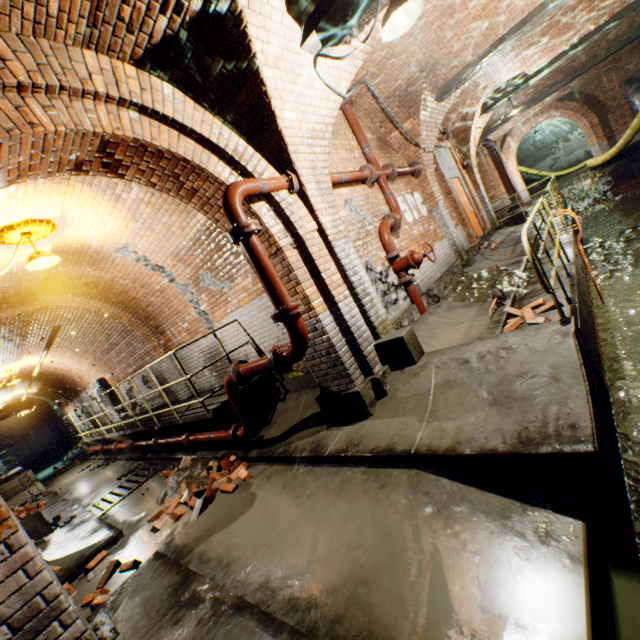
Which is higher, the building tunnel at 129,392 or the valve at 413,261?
the building tunnel at 129,392

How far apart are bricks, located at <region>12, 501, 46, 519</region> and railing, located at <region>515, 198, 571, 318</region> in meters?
12.6

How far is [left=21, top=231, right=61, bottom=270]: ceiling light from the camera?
4.6m

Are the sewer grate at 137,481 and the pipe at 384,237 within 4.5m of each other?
no

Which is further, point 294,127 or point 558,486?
point 294,127

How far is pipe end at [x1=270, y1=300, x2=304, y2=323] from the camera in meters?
3.5 m

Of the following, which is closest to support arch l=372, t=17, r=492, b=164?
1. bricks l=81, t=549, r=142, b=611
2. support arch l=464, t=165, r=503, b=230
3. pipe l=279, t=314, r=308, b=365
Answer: support arch l=464, t=165, r=503, b=230

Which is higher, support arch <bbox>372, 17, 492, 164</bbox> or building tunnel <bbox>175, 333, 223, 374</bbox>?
support arch <bbox>372, 17, 492, 164</bbox>
